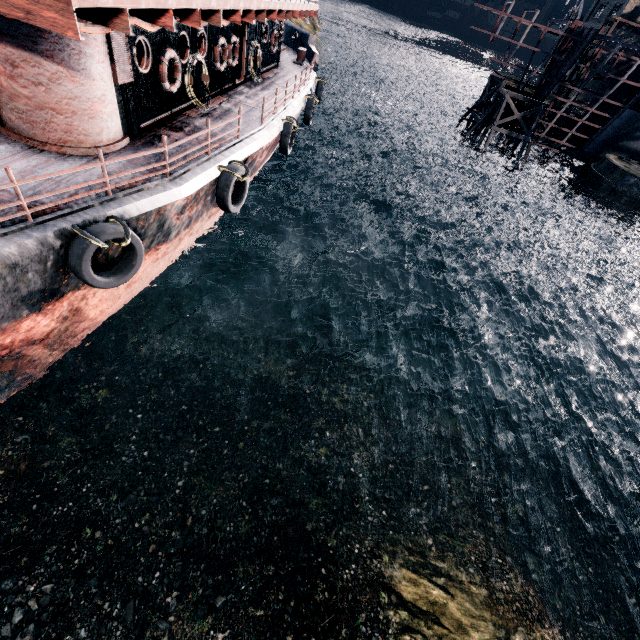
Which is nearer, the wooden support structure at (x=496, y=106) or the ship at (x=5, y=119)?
the ship at (x=5, y=119)

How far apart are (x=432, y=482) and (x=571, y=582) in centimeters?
673cm

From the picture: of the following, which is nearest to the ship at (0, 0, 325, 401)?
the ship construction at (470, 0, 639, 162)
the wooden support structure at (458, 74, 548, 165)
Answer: the wooden support structure at (458, 74, 548, 165)

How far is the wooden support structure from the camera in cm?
3769

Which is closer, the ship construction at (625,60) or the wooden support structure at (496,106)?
the ship construction at (625,60)

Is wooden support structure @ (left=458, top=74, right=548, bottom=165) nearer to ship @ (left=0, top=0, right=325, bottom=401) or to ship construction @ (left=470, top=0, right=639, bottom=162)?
ship construction @ (left=470, top=0, right=639, bottom=162)

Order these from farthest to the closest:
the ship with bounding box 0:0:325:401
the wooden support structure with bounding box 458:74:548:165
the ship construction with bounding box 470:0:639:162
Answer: the wooden support structure with bounding box 458:74:548:165, the ship construction with bounding box 470:0:639:162, the ship with bounding box 0:0:325:401
